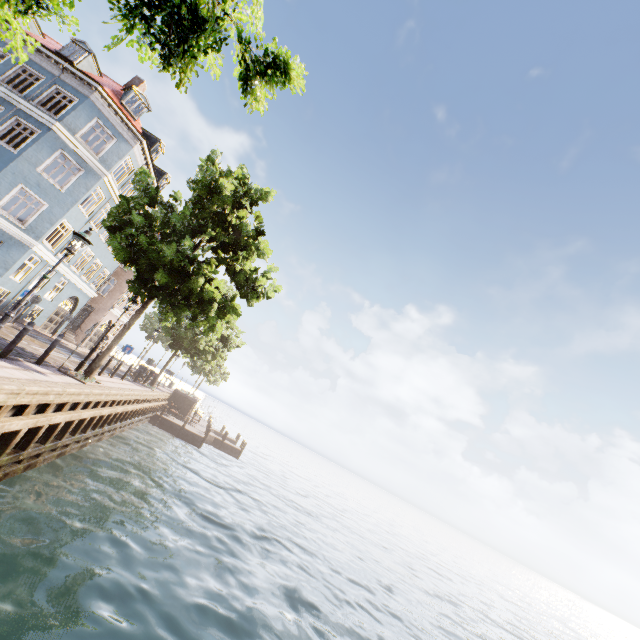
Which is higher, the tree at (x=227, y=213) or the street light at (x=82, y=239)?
the tree at (x=227, y=213)

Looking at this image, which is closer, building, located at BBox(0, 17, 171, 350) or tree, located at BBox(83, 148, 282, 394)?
tree, located at BBox(83, 148, 282, 394)

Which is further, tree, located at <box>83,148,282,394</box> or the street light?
tree, located at <box>83,148,282,394</box>

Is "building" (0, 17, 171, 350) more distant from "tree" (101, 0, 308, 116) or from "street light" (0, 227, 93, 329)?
"street light" (0, 227, 93, 329)

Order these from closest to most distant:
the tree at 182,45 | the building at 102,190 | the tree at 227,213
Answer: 1. the tree at 182,45
2. the tree at 227,213
3. the building at 102,190

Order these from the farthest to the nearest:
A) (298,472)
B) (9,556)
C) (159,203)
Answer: (298,472), (159,203), (9,556)

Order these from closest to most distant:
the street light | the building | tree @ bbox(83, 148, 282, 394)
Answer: the street light
tree @ bbox(83, 148, 282, 394)
the building
